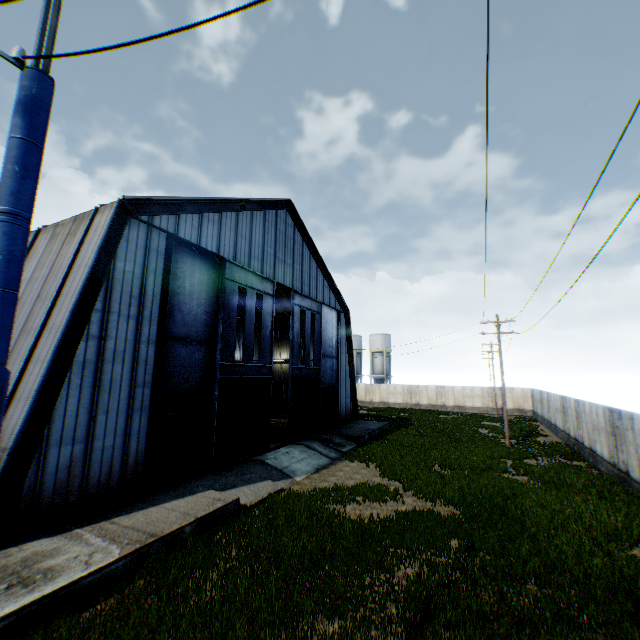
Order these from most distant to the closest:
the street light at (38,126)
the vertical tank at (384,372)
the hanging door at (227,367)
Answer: A: the vertical tank at (384,372), the hanging door at (227,367), the street light at (38,126)

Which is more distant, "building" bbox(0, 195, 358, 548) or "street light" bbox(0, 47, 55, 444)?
"building" bbox(0, 195, 358, 548)

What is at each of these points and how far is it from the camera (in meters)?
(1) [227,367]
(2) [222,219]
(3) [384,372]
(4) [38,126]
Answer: (1) hanging door, 16.50
(2) building, 17.08
(3) vertical tank, 57.66
(4) street light, 2.84

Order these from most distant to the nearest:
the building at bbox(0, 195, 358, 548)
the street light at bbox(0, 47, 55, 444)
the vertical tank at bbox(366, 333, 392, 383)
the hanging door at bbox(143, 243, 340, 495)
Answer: the vertical tank at bbox(366, 333, 392, 383) < the hanging door at bbox(143, 243, 340, 495) < the building at bbox(0, 195, 358, 548) < the street light at bbox(0, 47, 55, 444)

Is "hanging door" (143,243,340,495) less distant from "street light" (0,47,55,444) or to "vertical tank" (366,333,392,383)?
"street light" (0,47,55,444)

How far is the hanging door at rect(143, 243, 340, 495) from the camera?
14.3 meters

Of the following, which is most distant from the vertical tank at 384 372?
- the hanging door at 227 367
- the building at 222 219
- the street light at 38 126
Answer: the street light at 38 126

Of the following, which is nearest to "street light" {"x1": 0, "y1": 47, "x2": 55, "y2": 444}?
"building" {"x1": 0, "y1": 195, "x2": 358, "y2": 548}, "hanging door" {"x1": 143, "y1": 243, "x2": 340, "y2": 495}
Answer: "building" {"x1": 0, "y1": 195, "x2": 358, "y2": 548}
